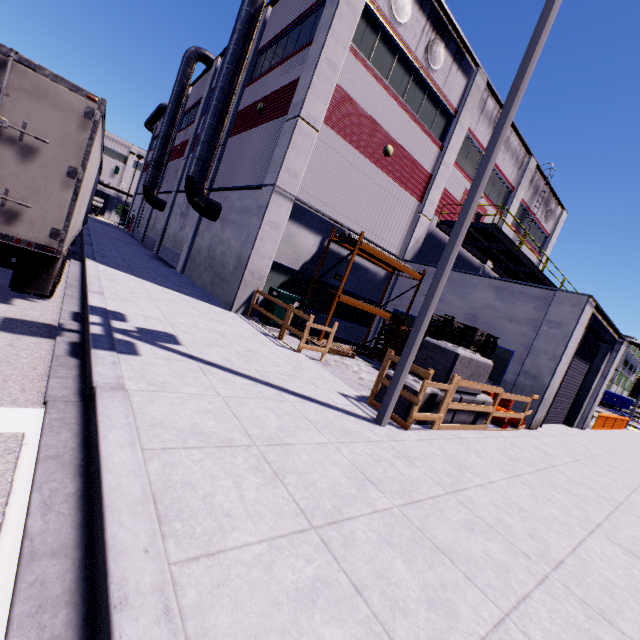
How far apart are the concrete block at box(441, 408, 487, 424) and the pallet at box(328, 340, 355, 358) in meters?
4.1 m

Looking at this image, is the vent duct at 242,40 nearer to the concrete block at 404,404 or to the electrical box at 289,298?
the electrical box at 289,298

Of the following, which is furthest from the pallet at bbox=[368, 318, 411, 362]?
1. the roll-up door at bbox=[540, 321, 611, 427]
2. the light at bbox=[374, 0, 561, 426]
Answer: the light at bbox=[374, 0, 561, 426]

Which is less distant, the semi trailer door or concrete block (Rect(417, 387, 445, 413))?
the semi trailer door

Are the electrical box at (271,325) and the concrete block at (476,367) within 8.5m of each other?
yes

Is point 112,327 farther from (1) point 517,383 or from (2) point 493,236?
(2) point 493,236

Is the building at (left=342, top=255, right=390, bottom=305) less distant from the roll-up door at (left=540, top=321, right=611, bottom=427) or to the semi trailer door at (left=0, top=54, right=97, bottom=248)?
the roll-up door at (left=540, top=321, right=611, bottom=427)

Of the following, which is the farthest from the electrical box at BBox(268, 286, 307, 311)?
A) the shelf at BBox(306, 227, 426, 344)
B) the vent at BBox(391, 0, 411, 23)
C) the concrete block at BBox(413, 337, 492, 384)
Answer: → the vent at BBox(391, 0, 411, 23)
